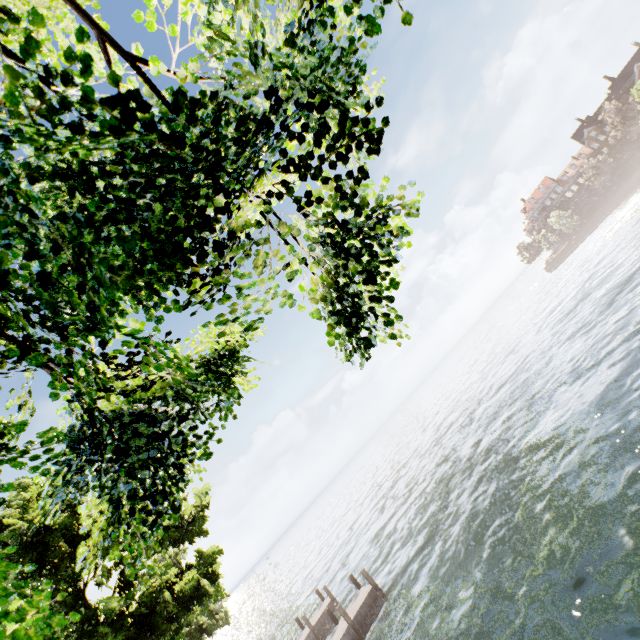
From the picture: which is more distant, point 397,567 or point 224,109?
point 397,567
